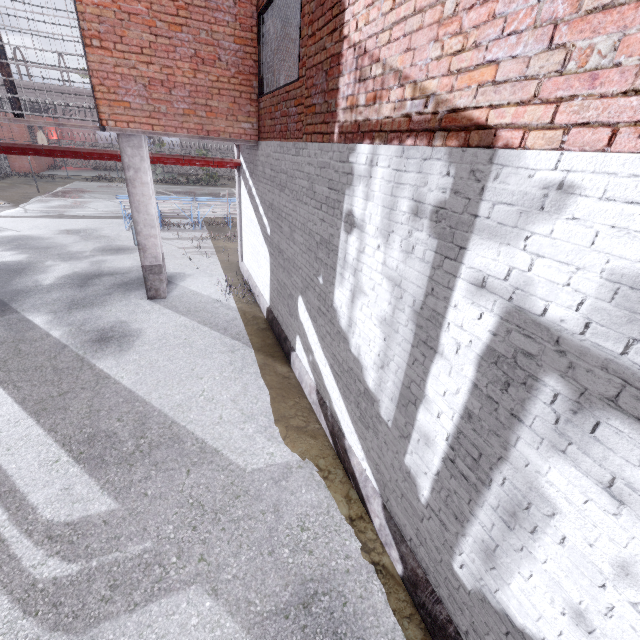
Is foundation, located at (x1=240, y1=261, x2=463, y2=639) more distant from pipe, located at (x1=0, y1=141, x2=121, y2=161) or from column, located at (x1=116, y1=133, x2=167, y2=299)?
pipe, located at (x1=0, y1=141, x2=121, y2=161)

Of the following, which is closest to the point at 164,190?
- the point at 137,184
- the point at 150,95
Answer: the point at 137,184

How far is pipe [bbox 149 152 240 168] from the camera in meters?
8.8

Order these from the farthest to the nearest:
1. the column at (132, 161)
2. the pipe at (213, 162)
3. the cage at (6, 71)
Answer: the pipe at (213, 162) → the column at (132, 161) → the cage at (6, 71)

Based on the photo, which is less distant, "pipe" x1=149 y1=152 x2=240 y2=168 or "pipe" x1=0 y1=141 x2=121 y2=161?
"pipe" x1=0 y1=141 x2=121 y2=161

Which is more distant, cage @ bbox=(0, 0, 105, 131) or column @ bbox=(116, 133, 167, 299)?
column @ bbox=(116, 133, 167, 299)

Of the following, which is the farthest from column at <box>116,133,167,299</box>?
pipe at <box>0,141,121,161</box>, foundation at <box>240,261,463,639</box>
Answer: foundation at <box>240,261,463,639</box>

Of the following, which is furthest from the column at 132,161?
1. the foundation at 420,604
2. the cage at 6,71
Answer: the foundation at 420,604
